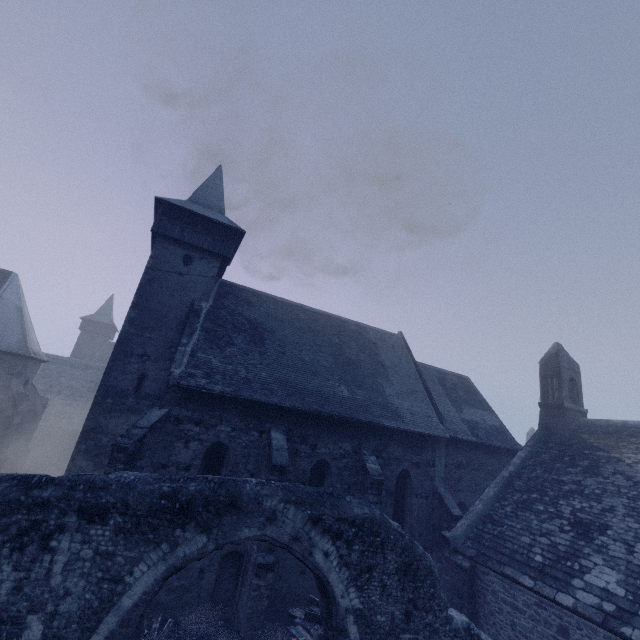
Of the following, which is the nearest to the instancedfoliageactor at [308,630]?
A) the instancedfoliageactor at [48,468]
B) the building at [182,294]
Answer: the building at [182,294]

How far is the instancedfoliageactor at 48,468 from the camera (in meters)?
21.69

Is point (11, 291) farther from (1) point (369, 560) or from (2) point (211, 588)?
(1) point (369, 560)

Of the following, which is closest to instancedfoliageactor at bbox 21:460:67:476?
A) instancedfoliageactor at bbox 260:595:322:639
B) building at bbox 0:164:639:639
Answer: building at bbox 0:164:639:639

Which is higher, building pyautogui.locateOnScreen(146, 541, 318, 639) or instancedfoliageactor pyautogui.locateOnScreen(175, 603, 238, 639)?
building pyautogui.locateOnScreen(146, 541, 318, 639)

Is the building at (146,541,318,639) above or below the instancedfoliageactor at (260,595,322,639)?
above

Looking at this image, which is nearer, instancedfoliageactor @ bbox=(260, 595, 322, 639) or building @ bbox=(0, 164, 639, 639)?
instancedfoliageactor @ bbox=(260, 595, 322, 639)
